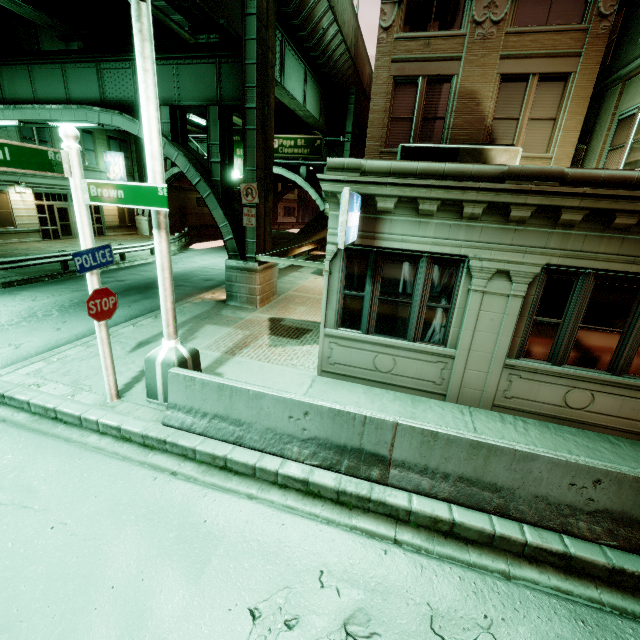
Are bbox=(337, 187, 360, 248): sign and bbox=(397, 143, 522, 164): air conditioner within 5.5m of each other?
yes

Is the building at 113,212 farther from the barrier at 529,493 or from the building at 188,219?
the barrier at 529,493

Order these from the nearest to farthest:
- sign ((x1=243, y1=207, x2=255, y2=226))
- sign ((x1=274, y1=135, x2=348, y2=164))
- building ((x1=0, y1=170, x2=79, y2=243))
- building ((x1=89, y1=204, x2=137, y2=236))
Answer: sign ((x1=243, y1=207, x2=255, y2=226)) < building ((x1=0, y1=170, x2=79, y2=243)) < sign ((x1=274, y1=135, x2=348, y2=164)) < building ((x1=89, y1=204, x2=137, y2=236))

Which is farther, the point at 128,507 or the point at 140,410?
the point at 140,410

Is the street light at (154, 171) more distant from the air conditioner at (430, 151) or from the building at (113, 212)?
the building at (113, 212)

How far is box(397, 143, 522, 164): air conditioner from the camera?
9.26m

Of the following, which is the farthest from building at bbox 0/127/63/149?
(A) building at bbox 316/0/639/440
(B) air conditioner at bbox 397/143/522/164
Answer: (B) air conditioner at bbox 397/143/522/164

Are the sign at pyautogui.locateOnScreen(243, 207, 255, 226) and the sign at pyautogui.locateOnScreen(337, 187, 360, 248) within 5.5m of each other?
no
